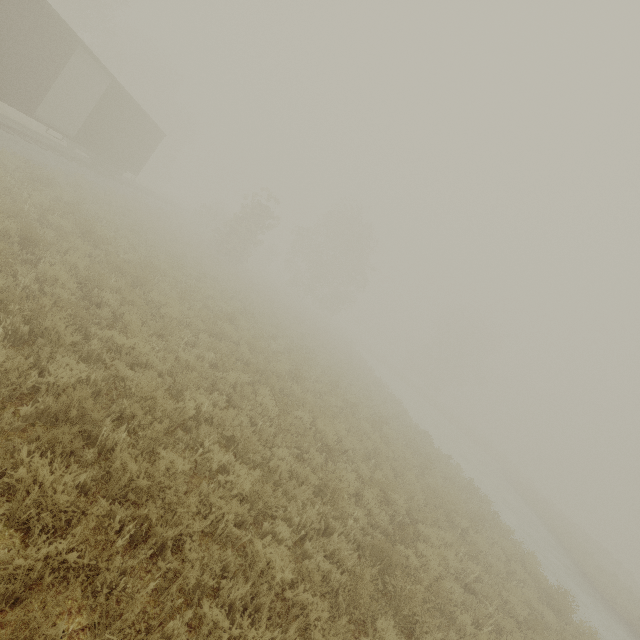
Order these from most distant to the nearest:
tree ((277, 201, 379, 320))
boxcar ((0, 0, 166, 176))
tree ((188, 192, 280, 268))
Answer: tree ((277, 201, 379, 320)), tree ((188, 192, 280, 268)), boxcar ((0, 0, 166, 176))

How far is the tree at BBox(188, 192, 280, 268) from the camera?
26.9m

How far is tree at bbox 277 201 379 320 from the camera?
38.72m

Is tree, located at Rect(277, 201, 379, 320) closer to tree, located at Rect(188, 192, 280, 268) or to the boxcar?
tree, located at Rect(188, 192, 280, 268)

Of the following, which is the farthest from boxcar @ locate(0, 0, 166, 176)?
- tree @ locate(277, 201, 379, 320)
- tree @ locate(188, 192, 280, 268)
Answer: tree @ locate(277, 201, 379, 320)

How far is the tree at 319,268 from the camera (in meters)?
38.72

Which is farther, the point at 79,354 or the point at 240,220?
the point at 240,220

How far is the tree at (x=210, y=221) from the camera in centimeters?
2694cm
